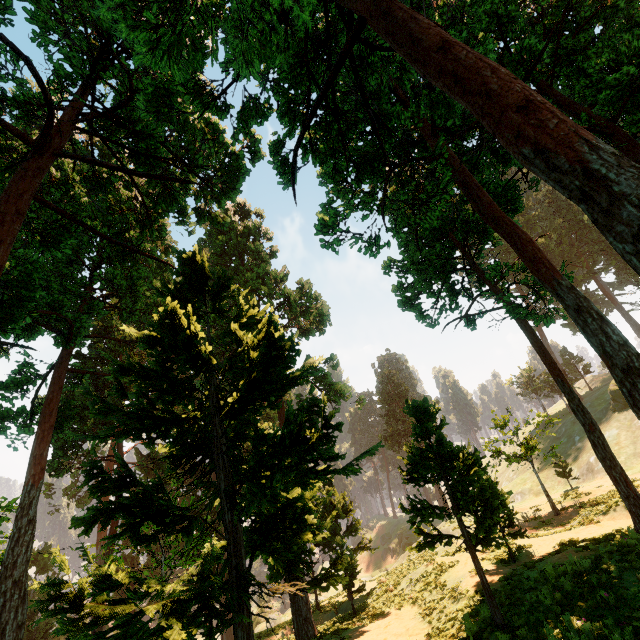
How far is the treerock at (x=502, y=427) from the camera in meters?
24.7 m

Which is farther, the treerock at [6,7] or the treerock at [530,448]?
the treerock at [530,448]

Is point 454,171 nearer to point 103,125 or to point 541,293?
point 541,293

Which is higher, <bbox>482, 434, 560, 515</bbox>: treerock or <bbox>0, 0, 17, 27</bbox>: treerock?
<bbox>0, 0, 17, 27</bbox>: treerock

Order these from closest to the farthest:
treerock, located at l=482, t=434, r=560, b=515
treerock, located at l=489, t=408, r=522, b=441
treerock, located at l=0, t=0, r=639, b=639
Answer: treerock, located at l=0, t=0, r=639, b=639 → treerock, located at l=482, t=434, r=560, b=515 → treerock, located at l=489, t=408, r=522, b=441

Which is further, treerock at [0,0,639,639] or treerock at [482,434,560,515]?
treerock at [482,434,560,515]
